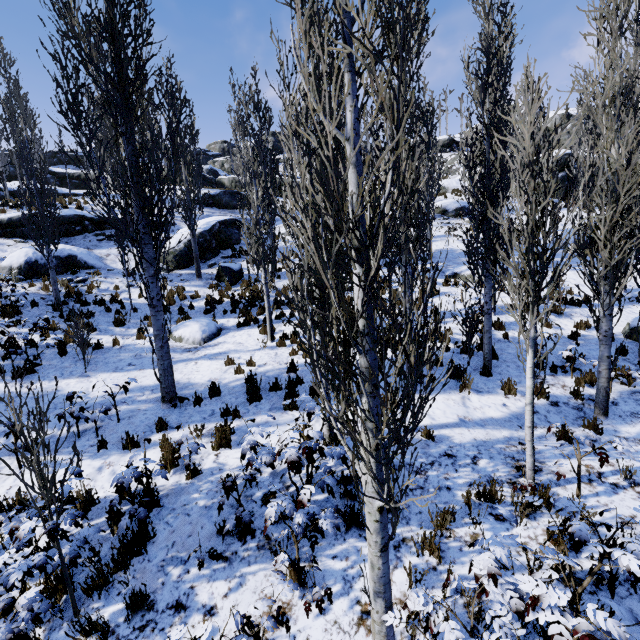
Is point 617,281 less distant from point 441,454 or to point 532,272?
point 532,272

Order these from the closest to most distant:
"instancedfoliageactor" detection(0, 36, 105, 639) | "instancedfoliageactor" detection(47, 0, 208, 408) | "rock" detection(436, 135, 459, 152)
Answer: "instancedfoliageactor" detection(0, 36, 105, 639) → "instancedfoliageactor" detection(47, 0, 208, 408) → "rock" detection(436, 135, 459, 152)

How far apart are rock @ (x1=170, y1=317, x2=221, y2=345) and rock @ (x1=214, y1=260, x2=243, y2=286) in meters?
3.4 m

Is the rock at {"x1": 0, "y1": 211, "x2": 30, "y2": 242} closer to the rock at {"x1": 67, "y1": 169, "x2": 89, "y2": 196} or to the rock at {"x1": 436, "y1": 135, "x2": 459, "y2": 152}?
the rock at {"x1": 67, "y1": 169, "x2": 89, "y2": 196}

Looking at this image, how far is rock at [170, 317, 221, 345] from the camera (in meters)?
10.87

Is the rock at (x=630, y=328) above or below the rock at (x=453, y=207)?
below

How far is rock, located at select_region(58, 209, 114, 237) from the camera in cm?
1669

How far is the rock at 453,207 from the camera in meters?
23.3 m
